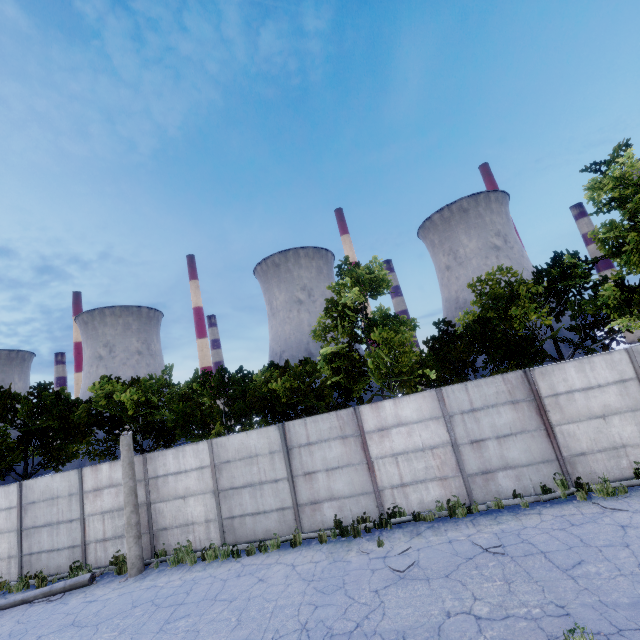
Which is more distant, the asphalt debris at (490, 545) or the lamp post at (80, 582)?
the lamp post at (80, 582)

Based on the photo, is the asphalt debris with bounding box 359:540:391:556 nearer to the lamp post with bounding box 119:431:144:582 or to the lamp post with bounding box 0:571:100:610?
the lamp post with bounding box 119:431:144:582

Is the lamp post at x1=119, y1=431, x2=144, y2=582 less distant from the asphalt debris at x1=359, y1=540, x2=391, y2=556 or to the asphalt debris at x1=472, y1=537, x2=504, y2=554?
the asphalt debris at x1=359, y1=540, x2=391, y2=556

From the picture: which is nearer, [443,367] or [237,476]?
[237,476]

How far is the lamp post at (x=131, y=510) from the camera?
10.9 meters

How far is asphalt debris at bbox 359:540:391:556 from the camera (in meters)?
8.68

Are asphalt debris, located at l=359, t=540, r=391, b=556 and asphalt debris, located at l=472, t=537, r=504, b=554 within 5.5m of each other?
yes

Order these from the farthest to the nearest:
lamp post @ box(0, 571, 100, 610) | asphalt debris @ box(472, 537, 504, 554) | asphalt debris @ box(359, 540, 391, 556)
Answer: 1. lamp post @ box(0, 571, 100, 610)
2. asphalt debris @ box(359, 540, 391, 556)
3. asphalt debris @ box(472, 537, 504, 554)
